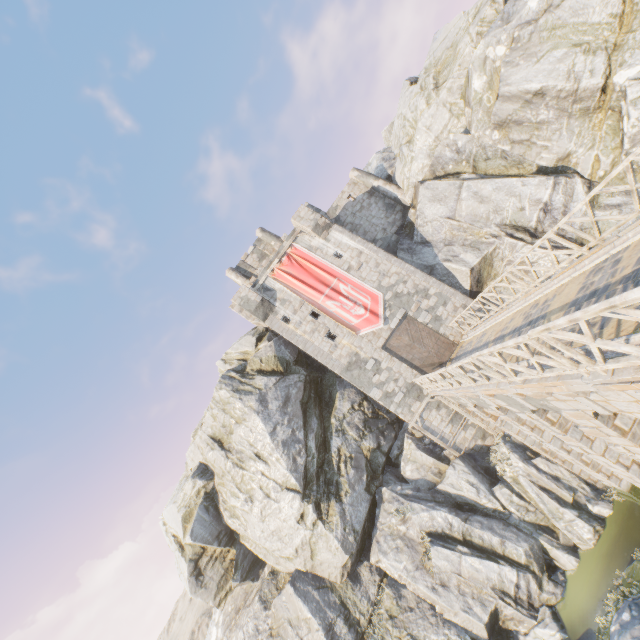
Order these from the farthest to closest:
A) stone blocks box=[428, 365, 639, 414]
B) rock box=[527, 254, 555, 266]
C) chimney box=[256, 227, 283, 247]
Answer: chimney box=[256, 227, 283, 247]
rock box=[527, 254, 555, 266]
stone blocks box=[428, 365, 639, 414]

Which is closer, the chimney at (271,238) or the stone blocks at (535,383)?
the stone blocks at (535,383)

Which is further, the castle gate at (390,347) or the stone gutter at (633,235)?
the castle gate at (390,347)

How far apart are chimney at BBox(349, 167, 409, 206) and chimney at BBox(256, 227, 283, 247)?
7.3m

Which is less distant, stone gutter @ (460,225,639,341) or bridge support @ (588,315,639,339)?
bridge support @ (588,315,639,339)

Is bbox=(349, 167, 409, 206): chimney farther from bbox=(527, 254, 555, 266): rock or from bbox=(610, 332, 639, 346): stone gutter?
bbox=(610, 332, 639, 346): stone gutter

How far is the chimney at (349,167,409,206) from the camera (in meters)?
26.34

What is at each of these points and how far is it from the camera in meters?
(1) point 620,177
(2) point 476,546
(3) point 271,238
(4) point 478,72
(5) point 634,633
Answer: (1) rock, 16.9
(2) rock, 15.8
(3) chimney, 29.8
(4) rock, 20.2
(5) rock, 2.7
